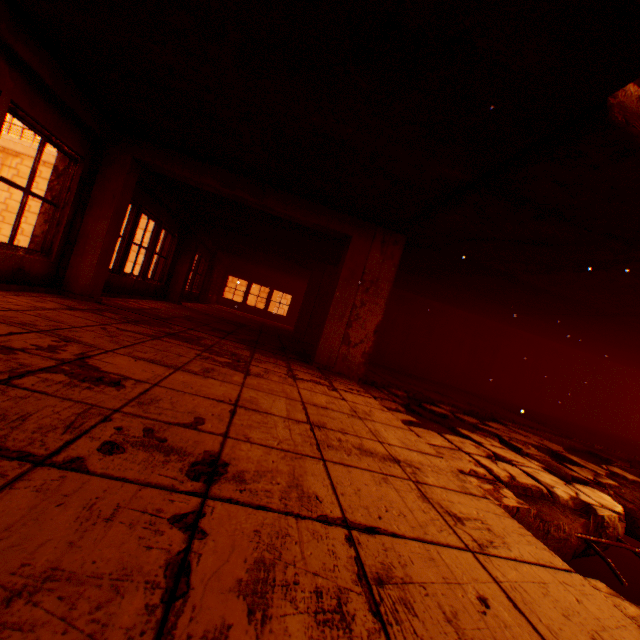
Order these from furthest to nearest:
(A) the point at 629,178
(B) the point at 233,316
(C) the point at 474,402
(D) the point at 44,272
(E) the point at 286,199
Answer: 1. (B) the point at 233,316
2. (C) the point at 474,402
3. (E) the point at 286,199
4. (D) the point at 44,272
5. (A) the point at 629,178

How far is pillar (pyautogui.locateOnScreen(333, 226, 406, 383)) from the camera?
5.6m

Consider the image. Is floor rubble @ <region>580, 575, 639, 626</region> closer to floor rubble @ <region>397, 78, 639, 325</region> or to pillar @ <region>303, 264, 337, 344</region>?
floor rubble @ <region>397, 78, 639, 325</region>

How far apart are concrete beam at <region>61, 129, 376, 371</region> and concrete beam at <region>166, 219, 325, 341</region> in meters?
4.5 m

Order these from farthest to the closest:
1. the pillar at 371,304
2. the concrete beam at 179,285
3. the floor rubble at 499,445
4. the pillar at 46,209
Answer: the concrete beam at 179,285, the pillar at 371,304, the pillar at 46,209, the floor rubble at 499,445

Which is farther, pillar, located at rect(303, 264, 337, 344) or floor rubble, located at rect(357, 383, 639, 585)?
pillar, located at rect(303, 264, 337, 344)

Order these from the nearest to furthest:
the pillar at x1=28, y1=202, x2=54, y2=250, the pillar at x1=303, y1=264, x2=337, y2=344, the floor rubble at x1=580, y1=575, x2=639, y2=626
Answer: the floor rubble at x1=580, y1=575, x2=639, y2=626 → the pillar at x1=28, y1=202, x2=54, y2=250 → the pillar at x1=303, y1=264, x2=337, y2=344

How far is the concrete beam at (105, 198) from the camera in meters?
4.9 m
